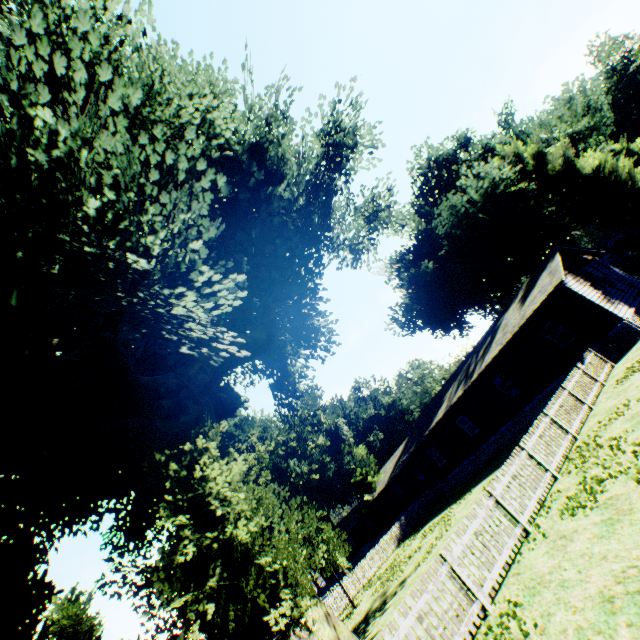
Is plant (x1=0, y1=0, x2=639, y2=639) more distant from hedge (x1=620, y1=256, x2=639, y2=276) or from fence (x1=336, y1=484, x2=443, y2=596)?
hedge (x1=620, y1=256, x2=639, y2=276)

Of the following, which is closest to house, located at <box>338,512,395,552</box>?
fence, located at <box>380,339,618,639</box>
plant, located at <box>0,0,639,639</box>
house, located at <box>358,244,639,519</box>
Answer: plant, located at <box>0,0,639,639</box>

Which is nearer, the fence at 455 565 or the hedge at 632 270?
the fence at 455 565

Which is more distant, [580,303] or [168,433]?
[580,303]

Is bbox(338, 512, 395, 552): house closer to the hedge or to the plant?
the plant

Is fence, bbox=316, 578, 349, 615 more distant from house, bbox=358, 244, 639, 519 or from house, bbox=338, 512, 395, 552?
house, bbox=338, 512, 395, 552

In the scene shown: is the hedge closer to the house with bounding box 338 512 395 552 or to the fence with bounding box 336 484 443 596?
the fence with bounding box 336 484 443 596

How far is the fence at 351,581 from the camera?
25.0 meters
